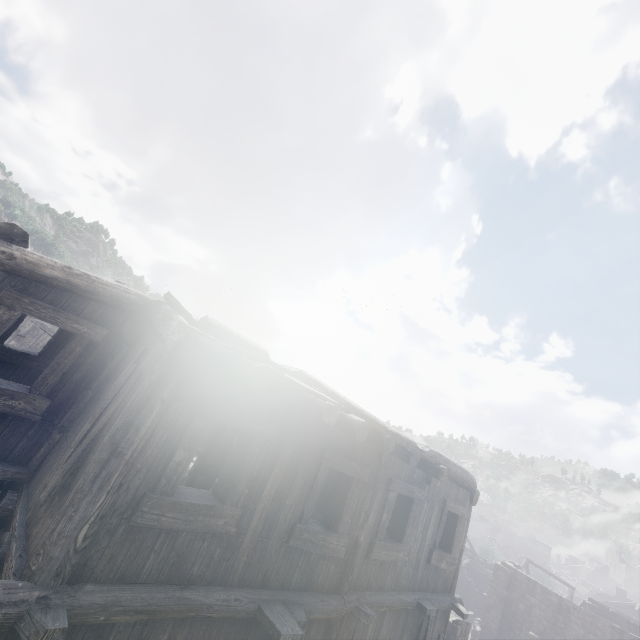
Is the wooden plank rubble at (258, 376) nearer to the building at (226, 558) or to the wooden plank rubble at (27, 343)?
the building at (226, 558)

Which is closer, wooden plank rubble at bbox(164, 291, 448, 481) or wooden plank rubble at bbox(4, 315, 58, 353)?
wooden plank rubble at bbox(164, 291, 448, 481)

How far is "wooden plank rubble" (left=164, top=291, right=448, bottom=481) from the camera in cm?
320

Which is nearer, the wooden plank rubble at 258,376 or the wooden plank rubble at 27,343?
the wooden plank rubble at 258,376

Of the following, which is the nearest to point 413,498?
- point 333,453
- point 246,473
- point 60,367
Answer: point 333,453

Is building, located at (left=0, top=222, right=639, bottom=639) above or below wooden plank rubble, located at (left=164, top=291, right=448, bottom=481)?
below

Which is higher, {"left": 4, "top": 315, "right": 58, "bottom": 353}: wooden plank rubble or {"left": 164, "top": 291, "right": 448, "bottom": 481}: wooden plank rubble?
{"left": 164, "top": 291, "right": 448, "bottom": 481}: wooden plank rubble

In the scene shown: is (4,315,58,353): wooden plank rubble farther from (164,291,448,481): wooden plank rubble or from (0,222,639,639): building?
(164,291,448,481): wooden plank rubble
